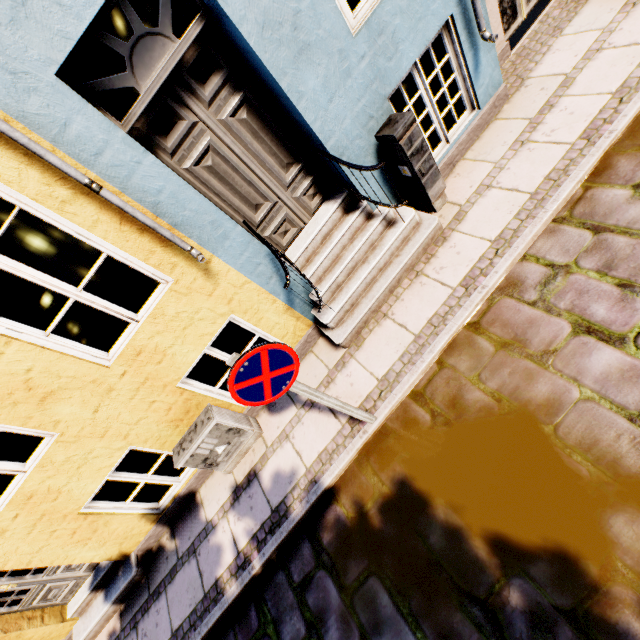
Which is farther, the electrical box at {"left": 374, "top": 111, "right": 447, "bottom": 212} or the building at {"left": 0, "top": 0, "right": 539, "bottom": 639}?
the electrical box at {"left": 374, "top": 111, "right": 447, "bottom": 212}

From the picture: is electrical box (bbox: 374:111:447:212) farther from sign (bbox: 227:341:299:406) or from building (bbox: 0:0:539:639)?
sign (bbox: 227:341:299:406)

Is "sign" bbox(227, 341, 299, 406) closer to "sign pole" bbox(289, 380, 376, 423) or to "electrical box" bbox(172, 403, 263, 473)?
"sign pole" bbox(289, 380, 376, 423)

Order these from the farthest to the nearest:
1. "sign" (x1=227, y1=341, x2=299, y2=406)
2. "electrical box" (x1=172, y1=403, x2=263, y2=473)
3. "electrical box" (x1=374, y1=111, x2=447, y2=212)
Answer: "electrical box" (x1=172, y1=403, x2=263, y2=473) < "electrical box" (x1=374, y1=111, x2=447, y2=212) < "sign" (x1=227, y1=341, x2=299, y2=406)

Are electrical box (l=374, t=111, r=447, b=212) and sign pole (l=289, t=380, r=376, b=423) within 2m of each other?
no

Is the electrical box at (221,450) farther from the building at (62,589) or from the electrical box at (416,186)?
the electrical box at (416,186)

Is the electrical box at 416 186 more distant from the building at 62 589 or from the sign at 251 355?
the sign at 251 355

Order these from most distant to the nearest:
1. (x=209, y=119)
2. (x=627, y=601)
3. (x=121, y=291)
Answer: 1. (x=121, y=291)
2. (x=209, y=119)
3. (x=627, y=601)
